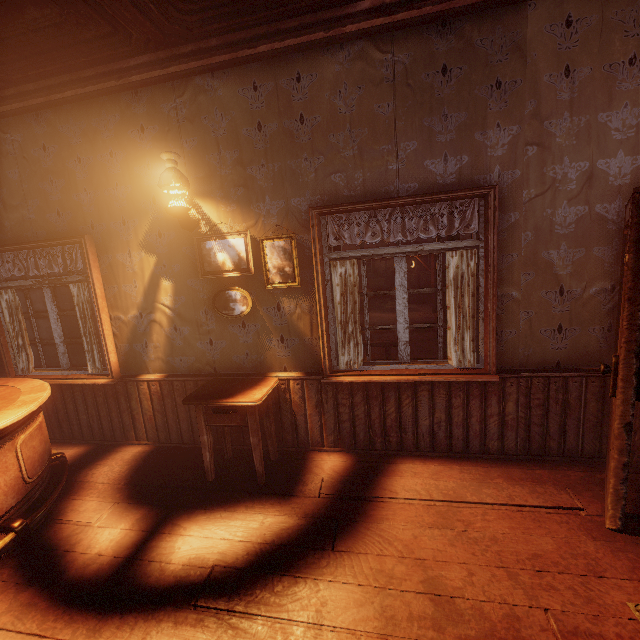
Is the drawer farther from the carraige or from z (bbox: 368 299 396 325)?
the carraige

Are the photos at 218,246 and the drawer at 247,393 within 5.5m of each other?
yes

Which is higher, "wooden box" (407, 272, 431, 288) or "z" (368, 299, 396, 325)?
"wooden box" (407, 272, 431, 288)

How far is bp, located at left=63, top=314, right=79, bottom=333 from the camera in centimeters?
996cm

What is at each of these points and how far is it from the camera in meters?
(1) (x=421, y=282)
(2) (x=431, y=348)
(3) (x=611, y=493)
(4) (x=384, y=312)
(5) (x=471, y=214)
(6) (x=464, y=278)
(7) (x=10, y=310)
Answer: (1) wooden box, 19.7
(2) z, 10.2
(3) bp, 2.1
(4) z, 17.6
(5) curtain, 2.7
(6) curtain, 2.8
(7) curtain, 3.8

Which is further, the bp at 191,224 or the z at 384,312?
the z at 384,312

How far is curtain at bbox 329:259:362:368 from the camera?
3.0 meters

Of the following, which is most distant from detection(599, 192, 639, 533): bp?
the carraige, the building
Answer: the carraige
